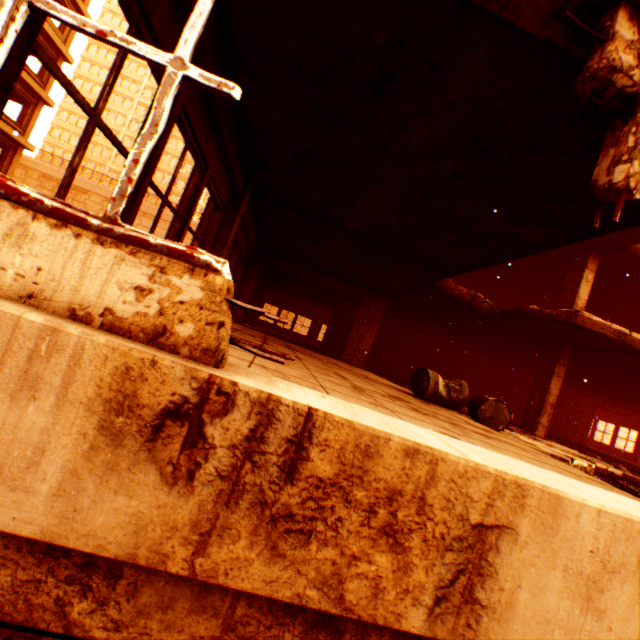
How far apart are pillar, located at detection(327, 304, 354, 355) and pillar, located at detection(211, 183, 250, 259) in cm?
1051

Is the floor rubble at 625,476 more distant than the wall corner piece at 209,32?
Yes

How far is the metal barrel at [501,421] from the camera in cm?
545

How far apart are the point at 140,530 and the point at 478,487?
1.25m

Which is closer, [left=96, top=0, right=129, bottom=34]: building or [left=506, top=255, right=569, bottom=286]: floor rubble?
[left=506, top=255, right=569, bottom=286]: floor rubble

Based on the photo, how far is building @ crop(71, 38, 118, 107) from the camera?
51.22m

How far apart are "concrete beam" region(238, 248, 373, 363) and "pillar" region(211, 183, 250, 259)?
4.6m
